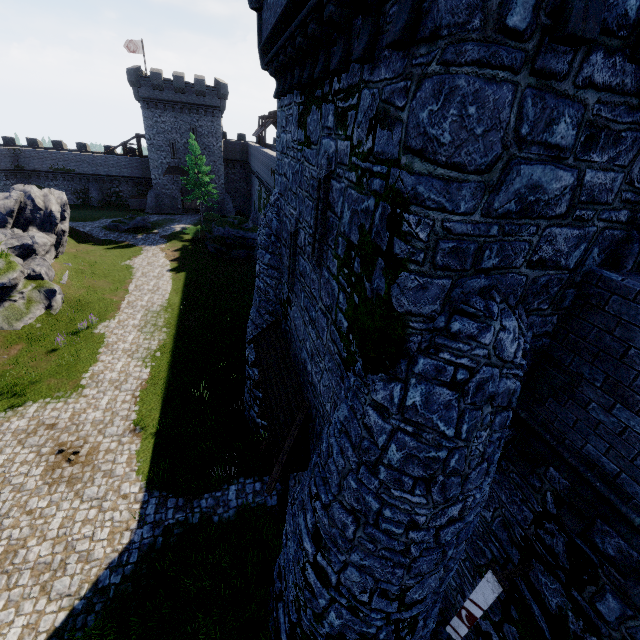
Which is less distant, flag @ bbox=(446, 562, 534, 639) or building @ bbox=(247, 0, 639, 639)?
building @ bbox=(247, 0, 639, 639)

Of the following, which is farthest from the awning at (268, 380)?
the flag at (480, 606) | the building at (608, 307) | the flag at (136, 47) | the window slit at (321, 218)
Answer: the flag at (136, 47)

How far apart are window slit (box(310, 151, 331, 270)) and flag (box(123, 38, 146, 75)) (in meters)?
53.91

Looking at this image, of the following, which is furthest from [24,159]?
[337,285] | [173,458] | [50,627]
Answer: [337,285]

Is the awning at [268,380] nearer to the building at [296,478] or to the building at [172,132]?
the building at [296,478]

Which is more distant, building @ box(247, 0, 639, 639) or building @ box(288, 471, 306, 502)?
building @ box(288, 471, 306, 502)

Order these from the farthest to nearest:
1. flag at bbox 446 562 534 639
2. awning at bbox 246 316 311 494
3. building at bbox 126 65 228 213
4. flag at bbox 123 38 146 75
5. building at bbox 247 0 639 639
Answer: flag at bbox 123 38 146 75 → building at bbox 126 65 228 213 → awning at bbox 246 316 311 494 → flag at bbox 446 562 534 639 → building at bbox 247 0 639 639

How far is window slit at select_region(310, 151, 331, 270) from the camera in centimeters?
593cm
